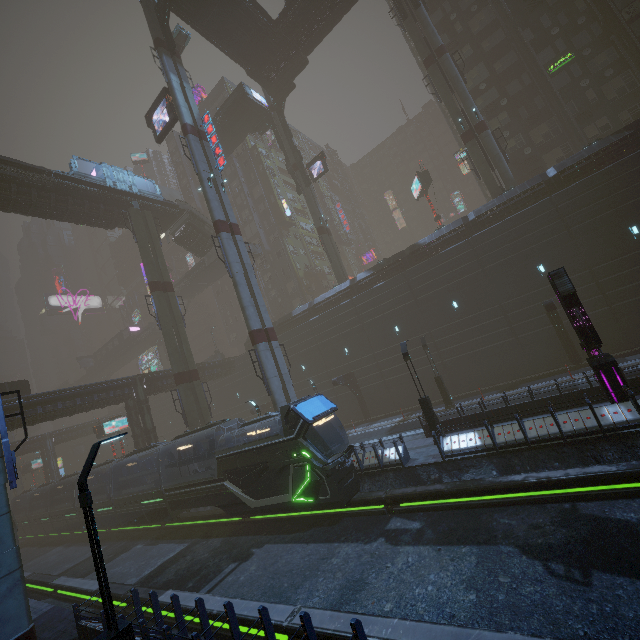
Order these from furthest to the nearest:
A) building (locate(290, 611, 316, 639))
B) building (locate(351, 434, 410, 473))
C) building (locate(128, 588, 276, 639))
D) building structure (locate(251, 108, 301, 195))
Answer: building structure (locate(251, 108, 301, 195)) < building (locate(351, 434, 410, 473)) < building (locate(128, 588, 276, 639)) < building (locate(290, 611, 316, 639))

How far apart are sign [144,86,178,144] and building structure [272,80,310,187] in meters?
15.2 m

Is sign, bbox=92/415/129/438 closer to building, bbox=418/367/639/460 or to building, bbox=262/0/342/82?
building, bbox=418/367/639/460

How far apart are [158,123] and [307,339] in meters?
24.8

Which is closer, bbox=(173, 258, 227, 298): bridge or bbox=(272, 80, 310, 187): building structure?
bbox=(272, 80, 310, 187): building structure

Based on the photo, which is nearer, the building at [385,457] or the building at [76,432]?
the building at [385,457]

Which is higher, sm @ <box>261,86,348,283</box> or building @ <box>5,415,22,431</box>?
sm @ <box>261,86,348,283</box>

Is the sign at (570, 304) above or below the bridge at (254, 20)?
below
